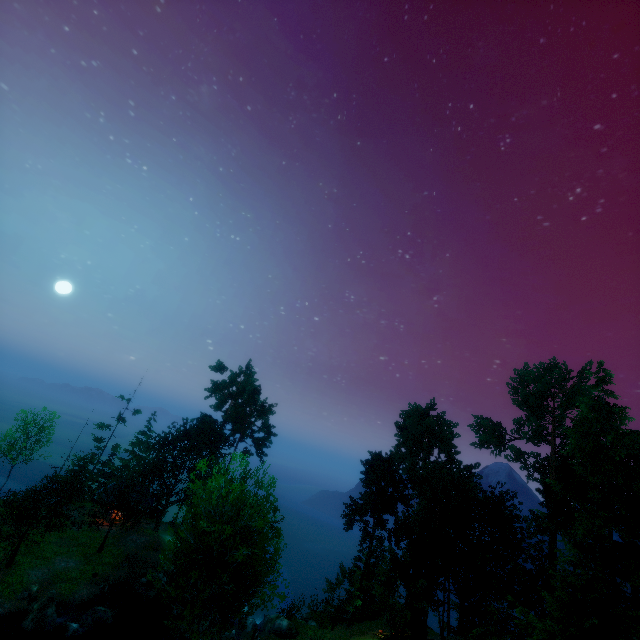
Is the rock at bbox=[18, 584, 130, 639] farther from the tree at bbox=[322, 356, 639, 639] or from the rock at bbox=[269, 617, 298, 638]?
the rock at bbox=[269, 617, 298, 638]

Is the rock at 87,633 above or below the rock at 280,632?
below

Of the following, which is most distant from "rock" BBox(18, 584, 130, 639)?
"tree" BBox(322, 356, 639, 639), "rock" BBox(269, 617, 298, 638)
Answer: "rock" BBox(269, 617, 298, 638)

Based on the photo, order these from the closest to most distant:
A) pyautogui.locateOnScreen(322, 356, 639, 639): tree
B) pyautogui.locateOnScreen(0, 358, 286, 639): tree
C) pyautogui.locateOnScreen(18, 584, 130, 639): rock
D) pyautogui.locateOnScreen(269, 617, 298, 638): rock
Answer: pyautogui.locateOnScreen(0, 358, 286, 639): tree < pyautogui.locateOnScreen(322, 356, 639, 639): tree < pyautogui.locateOnScreen(18, 584, 130, 639): rock < pyautogui.locateOnScreen(269, 617, 298, 638): rock

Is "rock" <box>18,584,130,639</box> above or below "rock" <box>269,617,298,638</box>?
below

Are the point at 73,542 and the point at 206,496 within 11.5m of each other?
no

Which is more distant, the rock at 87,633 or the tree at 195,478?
the rock at 87,633
